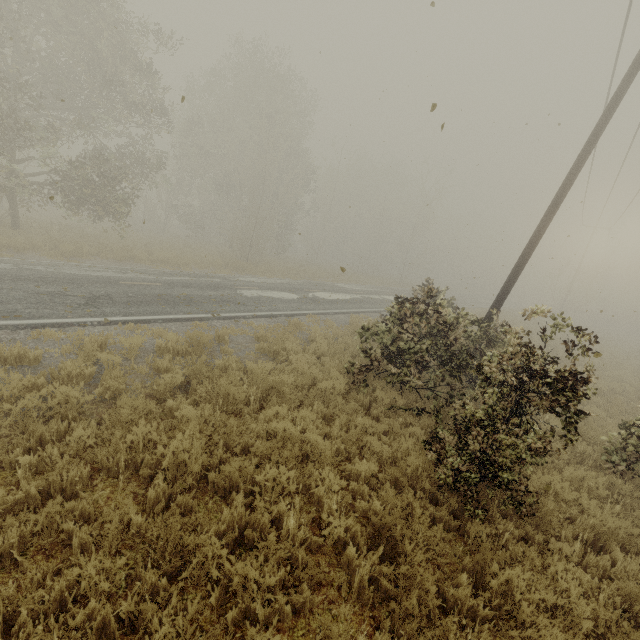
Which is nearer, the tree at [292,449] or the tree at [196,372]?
the tree at [292,449]

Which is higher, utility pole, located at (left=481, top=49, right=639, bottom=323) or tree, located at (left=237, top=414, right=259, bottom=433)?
utility pole, located at (left=481, top=49, right=639, bottom=323)

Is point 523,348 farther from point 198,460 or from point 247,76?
point 247,76

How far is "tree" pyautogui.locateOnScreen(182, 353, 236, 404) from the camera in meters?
6.1 m

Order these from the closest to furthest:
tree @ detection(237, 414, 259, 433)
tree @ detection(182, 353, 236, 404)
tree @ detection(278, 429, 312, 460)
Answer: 1. tree @ detection(278, 429, 312, 460)
2. tree @ detection(237, 414, 259, 433)
3. tree @ detection(182, 353, 236, 404)

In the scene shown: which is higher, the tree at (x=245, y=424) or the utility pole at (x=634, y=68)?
the utility pole at (x=634, y=68)

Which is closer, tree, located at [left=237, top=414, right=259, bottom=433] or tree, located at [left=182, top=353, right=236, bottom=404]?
tree, located at [left=237, top=414, right=259, bottom=433]
